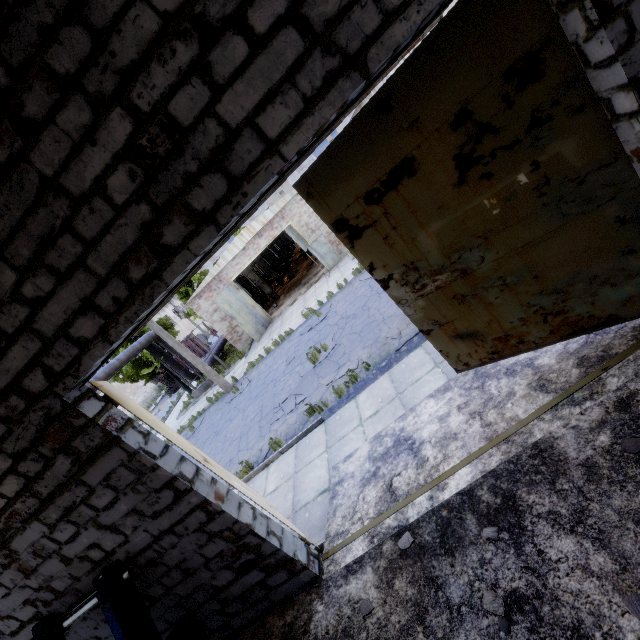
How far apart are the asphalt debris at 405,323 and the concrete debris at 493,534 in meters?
4.7 m

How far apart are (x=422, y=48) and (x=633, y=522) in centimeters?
443cm

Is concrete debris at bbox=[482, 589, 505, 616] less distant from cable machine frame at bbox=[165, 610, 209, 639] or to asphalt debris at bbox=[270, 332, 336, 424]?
cable machine frame at bbox=[165, 610, 209, 639]

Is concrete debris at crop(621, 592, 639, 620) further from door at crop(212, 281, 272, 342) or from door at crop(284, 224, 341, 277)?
door at crop(212, 281, 272, 342)

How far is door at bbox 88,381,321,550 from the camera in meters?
3.8 m

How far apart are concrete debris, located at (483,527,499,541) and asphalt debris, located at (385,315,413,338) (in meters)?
4.67

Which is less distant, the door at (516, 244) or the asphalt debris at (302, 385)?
the door at (516, 244)

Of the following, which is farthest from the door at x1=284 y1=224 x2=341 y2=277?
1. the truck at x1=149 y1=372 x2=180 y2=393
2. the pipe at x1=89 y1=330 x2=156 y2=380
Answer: the truck at x1=149 y1=372 x2=180 y2=393
